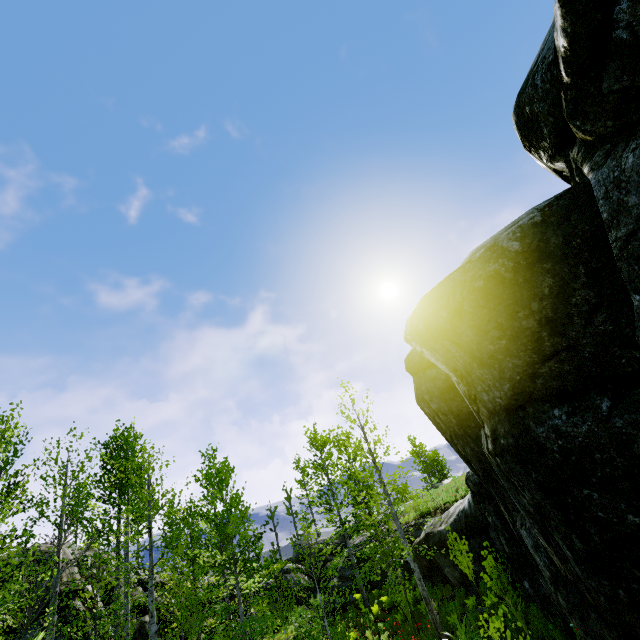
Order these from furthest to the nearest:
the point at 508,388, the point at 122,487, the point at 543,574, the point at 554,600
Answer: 1. the point at 122,487
2. the point at 554,600
3. the point at 543,574
4. the point at 508,388

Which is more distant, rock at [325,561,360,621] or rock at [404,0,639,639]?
rock at [325,561,360,621]

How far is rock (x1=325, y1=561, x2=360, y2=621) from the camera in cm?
2002

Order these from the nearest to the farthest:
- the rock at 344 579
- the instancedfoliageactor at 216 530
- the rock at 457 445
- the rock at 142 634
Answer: the rock at 457 445, the instancedfoliageactor at 216 530, the rock at 142 634, the rock at 344 579

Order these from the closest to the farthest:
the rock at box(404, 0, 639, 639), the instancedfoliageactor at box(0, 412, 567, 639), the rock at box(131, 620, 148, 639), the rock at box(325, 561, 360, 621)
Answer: the rock at box(404, 0, 639, 639)
the instancedfoliageactor at box(0, 412, 567, 639)
the rock at box(131, 620, 148, 639)
the rock at box(325, 561, 360, 621)

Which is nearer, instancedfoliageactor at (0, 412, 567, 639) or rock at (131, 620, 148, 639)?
instancedfoliageactor at (0, 412, 567, 639)

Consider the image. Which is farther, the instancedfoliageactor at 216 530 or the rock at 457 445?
the instancedfoliageactor at 216 530
